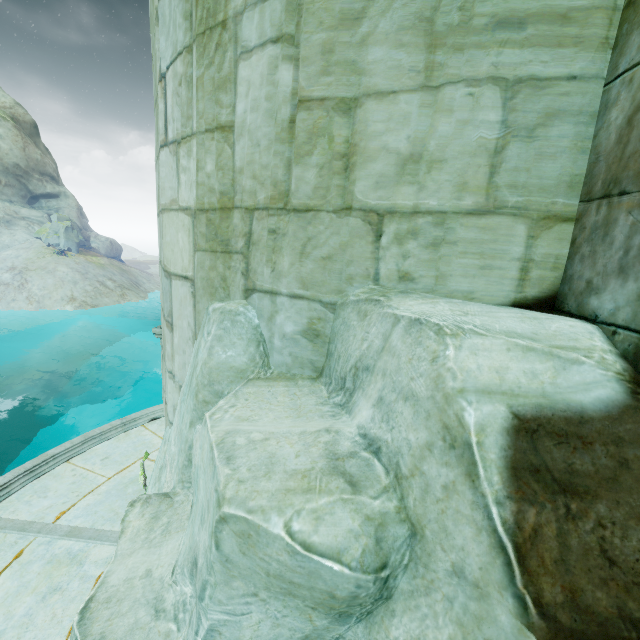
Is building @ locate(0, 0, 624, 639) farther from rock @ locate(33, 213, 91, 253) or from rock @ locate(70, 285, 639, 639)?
rock @ locate(33, 213, 91, 253)

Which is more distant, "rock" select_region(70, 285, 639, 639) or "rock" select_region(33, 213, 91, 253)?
"rock" select_region(33, 213, 91, 253)

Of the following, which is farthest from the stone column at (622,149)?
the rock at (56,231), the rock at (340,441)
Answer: the rock at (56,231)

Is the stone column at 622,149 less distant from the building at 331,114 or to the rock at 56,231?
the building at 331,114

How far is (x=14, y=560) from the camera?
4.87m

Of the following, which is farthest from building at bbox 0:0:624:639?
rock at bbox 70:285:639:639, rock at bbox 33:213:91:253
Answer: rock at bbox 33:213:91:253

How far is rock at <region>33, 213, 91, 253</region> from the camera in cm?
4666

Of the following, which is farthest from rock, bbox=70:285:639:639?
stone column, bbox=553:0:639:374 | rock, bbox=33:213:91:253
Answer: rock, bbox=33:213:91:253
